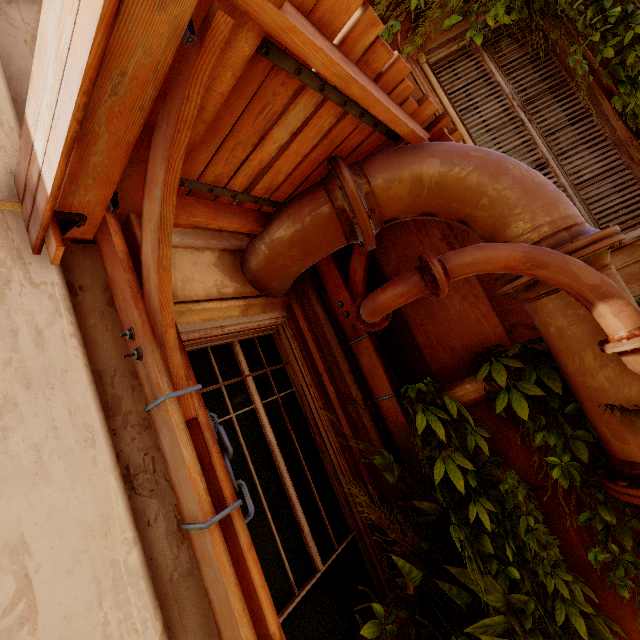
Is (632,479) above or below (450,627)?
above

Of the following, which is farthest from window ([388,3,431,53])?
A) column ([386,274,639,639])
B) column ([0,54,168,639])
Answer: column ([0,54,168,639])

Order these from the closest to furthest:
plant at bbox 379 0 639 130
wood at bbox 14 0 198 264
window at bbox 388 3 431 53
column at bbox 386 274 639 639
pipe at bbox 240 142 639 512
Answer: wood at bbox 14 0 198 264 → pipe at bbox 240 142 639 512 → column at bbox 386 274 639 639 → plant at bbox 379 0 639 130 → window at bbox 388 3 431 53

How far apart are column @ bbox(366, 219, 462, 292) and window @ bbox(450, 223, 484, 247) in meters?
0.0 m

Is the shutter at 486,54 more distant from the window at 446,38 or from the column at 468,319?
the column at 468,319

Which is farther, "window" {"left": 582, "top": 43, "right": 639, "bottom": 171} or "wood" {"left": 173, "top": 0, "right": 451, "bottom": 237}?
"window" {"left": 582, "top": 43, "right": 639, "bottom": 171}

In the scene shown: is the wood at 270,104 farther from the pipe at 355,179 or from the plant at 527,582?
the plant at 527,582
